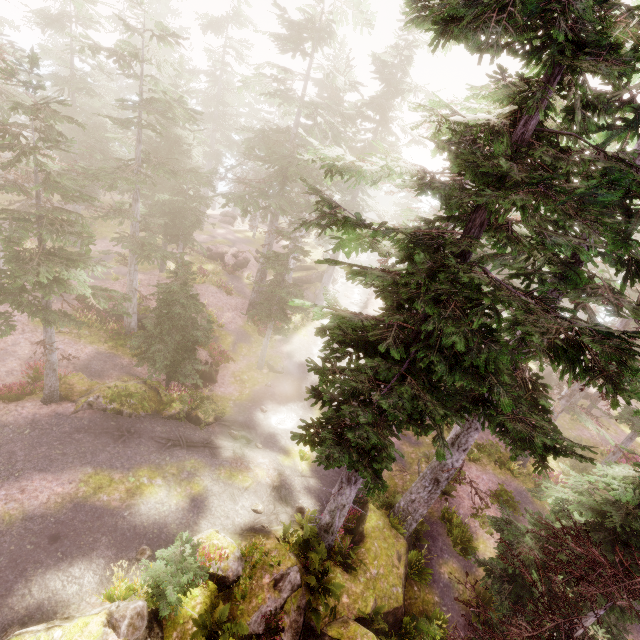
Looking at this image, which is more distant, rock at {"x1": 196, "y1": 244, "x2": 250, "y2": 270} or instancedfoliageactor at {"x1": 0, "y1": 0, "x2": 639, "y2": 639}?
rock at {"x1": 196, "y1": 244, "x2": 250, "y2": 270}

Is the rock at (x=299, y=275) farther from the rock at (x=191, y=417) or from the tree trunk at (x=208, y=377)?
the rock at (x=191, y=417)

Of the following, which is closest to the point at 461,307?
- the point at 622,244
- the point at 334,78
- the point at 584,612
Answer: the point at 622,244

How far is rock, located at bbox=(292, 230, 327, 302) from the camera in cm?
3678

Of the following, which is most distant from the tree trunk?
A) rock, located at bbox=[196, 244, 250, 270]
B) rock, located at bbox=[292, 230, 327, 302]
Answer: rock, located at bbox=[292, 230, 327, 302]

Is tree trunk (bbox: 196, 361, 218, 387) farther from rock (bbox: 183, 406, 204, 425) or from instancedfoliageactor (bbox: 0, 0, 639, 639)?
rock (bbox: 183, 406, 204, 425)

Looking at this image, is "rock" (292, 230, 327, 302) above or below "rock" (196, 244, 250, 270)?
below

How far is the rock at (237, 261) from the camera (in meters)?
33.41
